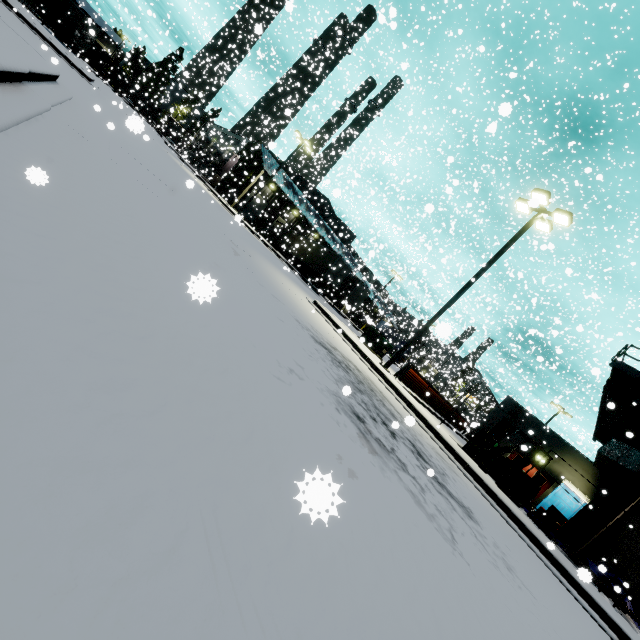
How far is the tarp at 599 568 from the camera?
7.7 meters

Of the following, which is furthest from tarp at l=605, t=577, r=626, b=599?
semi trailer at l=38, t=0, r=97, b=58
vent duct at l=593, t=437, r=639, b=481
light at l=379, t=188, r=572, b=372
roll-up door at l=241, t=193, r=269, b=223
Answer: roll-up door at l=241, t=193, r=269, b=223

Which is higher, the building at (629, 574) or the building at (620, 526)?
the building at (620, 526)

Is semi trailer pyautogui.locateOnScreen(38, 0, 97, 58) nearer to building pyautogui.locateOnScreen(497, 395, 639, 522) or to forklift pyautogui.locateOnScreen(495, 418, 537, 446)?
building pyautogui.locateOnScreen(497, 395, 639, 522)

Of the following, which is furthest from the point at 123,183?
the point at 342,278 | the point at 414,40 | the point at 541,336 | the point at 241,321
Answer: the point at 342,278

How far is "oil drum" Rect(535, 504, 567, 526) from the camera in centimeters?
1614cm

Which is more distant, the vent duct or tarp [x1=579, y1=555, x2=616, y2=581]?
the vent duct

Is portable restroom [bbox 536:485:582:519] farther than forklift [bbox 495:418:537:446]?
Yes
